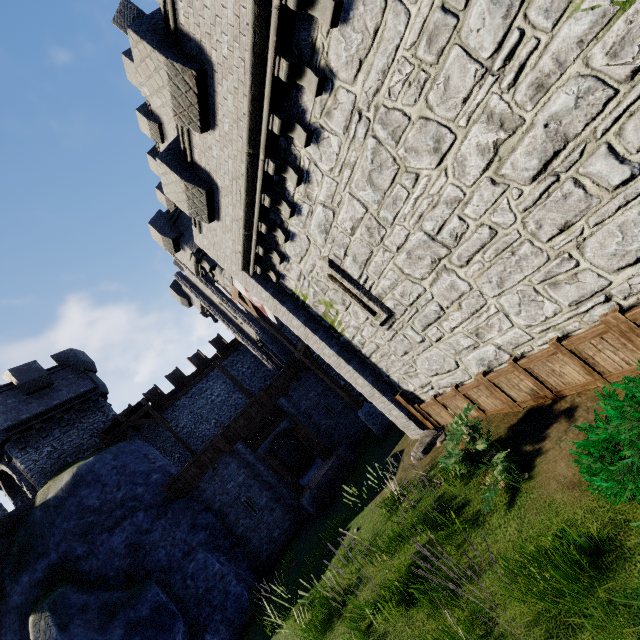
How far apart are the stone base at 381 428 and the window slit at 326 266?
6.74m

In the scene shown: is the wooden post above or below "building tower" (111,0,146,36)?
below

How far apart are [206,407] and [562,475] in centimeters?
2192cm

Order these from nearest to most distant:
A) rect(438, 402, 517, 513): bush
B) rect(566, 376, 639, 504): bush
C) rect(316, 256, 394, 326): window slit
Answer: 1. rect(566, 376, 639, 504): bush
2. rect(438, 402, 517, 513): bush
3. rect(316, 256, 394, 326): window slit

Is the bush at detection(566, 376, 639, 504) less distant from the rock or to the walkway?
the rock

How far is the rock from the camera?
8.92m

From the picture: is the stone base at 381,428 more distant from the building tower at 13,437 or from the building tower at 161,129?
the building tower at 13,437

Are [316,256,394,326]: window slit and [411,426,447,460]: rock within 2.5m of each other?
no
